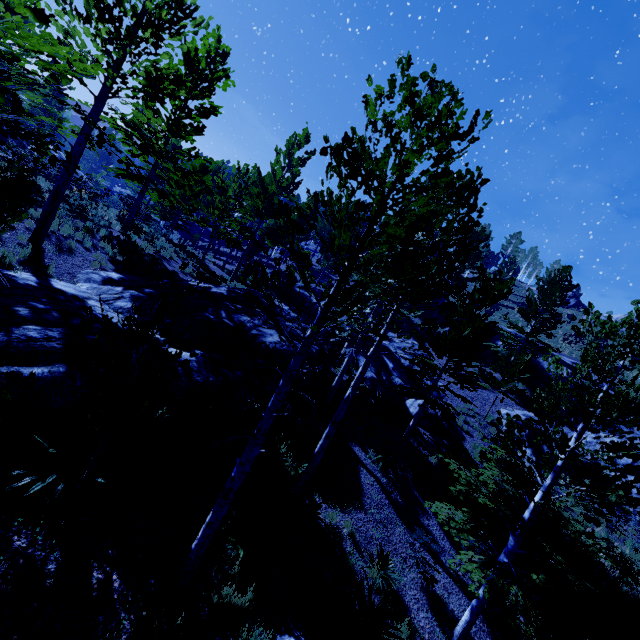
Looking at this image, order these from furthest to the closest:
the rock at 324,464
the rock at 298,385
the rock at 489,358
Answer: the rock at 489,358 → the rock at 298,385 → the rock at 324,464

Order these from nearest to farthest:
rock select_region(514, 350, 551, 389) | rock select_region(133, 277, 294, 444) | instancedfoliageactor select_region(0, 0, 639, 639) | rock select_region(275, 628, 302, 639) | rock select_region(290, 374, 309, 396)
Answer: instancedfoliageactor select_region(0, 0, 639, 639), rock select_region(275, 628, 302, 639), rock select_region(133, 277, 294, 444), rock select_region(290, 374, 309, 396), rock select_region(514, 350, 551, 389)

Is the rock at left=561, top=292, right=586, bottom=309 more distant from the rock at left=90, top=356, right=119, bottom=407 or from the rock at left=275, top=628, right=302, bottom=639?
the rock at left=275, top=628, right=302, bottom=639

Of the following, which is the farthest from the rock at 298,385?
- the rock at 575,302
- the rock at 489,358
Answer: the rock at 575,302

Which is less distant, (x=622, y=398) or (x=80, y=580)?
(x=80, y=580)

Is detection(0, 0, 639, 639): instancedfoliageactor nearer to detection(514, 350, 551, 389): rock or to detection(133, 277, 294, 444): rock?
Result: detection(133, 277, 294, 444): rock

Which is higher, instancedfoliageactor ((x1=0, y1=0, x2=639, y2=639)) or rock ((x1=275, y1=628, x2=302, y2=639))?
instancedfoliageactor ((x1=0, y1=0, x2=639, y2=639))

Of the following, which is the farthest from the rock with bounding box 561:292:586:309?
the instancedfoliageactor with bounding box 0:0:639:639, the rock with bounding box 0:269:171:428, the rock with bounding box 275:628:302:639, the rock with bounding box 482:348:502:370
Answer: the rock with bounding box 275:628:302:639
